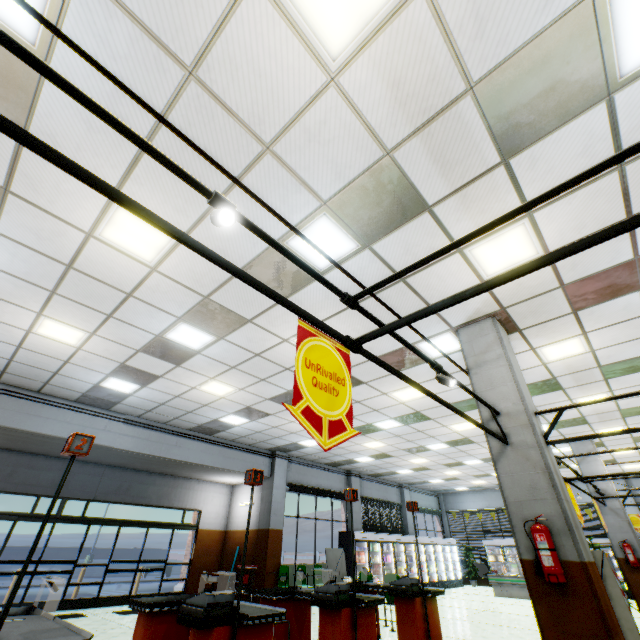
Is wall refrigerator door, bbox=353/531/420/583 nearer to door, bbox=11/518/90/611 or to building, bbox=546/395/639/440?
building, bbox=546/395/639/440

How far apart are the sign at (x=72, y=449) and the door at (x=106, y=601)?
11.1m

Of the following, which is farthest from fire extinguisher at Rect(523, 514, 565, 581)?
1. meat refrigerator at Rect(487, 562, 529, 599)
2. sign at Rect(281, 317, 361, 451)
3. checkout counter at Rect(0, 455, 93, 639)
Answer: meat refrigerator at Rect(487, 562, 529, 599)

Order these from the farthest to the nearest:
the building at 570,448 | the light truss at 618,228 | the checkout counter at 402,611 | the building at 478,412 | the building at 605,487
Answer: the building at 570,448 < the building at 605,487 < the building at 478,412 < the checkout counter at 402,611 < the light truss at 618,228

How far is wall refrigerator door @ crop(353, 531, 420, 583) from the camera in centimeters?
1387cm

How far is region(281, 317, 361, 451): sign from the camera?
1.9 meters

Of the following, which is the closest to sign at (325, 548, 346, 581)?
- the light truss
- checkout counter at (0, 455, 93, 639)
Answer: checkout counter at (0, 455, 93, 639)

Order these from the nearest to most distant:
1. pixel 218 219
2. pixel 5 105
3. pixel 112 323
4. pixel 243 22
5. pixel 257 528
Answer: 1. pixel 218 219
2. pixel 243 22
3. pixel 5 105
4. pixel 112 323
5. pixel 257 528
